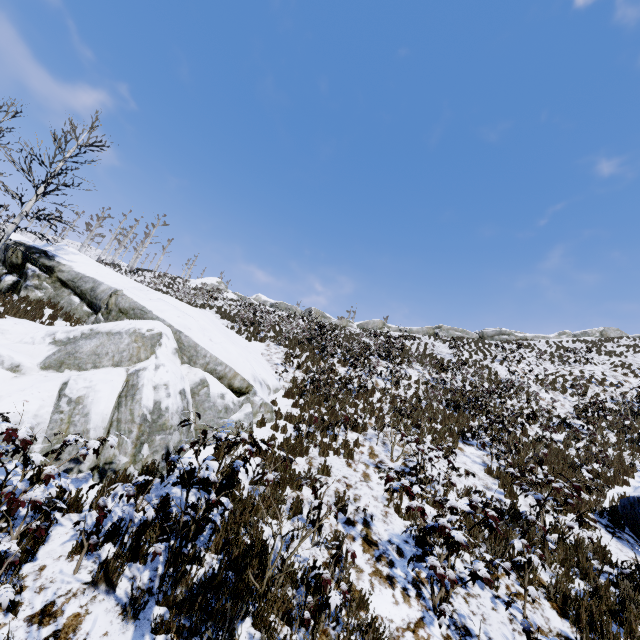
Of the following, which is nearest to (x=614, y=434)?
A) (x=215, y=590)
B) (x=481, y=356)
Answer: (x=481, y=356)

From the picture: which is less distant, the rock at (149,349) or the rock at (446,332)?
the rock at (149,349)

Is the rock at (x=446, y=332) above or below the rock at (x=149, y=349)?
above

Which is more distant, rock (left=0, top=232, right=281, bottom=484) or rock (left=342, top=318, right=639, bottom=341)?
rock (left=342, top=318, right=639, bottom=341)

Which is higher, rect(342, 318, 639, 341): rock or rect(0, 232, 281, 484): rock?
rect(342, 318, 639, 341): rock
